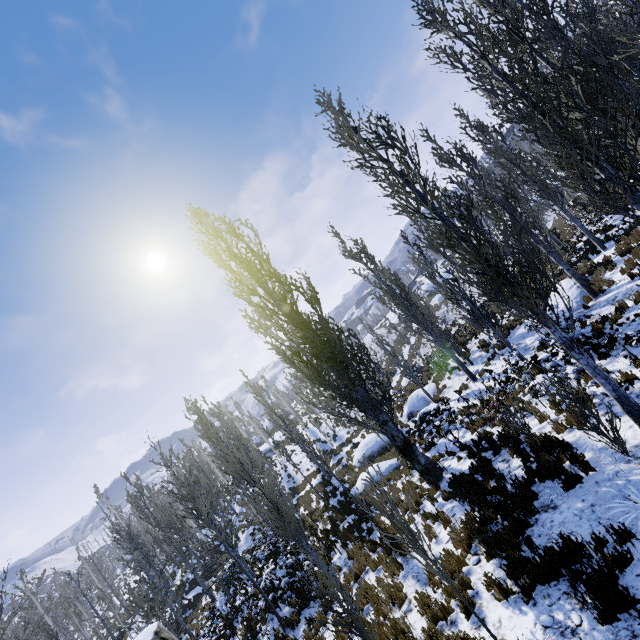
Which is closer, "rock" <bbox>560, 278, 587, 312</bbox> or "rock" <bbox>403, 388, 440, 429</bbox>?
"rock" <bbox>560, 278, 587, 312</bbox>

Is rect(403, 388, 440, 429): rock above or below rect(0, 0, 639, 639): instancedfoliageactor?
below

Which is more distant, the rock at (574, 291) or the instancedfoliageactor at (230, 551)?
the rock at (574, 291)

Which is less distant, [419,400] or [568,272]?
[568,272]

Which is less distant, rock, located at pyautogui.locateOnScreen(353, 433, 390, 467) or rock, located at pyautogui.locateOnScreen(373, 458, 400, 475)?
rock, located at pyautogui.locateOnScreen(373, 458, 400, 475)

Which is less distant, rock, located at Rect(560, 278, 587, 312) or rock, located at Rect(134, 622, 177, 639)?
rock, located at Rect(134, 622, 177, 639)

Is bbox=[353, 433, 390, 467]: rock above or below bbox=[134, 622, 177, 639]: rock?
below

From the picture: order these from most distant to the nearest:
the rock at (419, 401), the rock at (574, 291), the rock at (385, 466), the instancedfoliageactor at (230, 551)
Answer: the rock at (419, 401)
the rock at (385, 466)
the rock at (574, 291)
the instancedfoliageactor at (230, 551)
